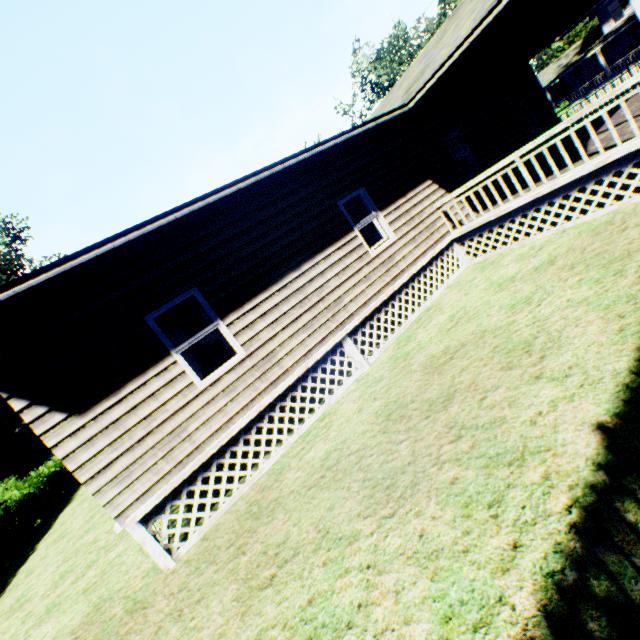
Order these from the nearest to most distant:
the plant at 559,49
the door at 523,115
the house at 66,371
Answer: the house at 66,371, the door at 523,115, the plant at 559,49

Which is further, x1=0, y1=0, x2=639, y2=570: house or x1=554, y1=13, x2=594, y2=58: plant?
x1=554, y1=13, x2=594, y2=58: plant

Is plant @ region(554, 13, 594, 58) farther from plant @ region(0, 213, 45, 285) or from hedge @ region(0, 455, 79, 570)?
hedge @ region(0, 455, 79, 570)

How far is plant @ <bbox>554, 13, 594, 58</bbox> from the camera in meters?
46.0 m

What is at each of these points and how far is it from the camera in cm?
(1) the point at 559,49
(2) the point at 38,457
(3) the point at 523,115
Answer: (1) plant, 4803
(2) plant, 3186
(3) door, 1278

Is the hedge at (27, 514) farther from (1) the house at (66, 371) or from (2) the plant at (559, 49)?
(2) the plant at (559, 49)

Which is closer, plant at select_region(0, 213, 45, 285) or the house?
the house

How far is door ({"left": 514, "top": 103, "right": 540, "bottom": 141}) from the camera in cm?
1266
